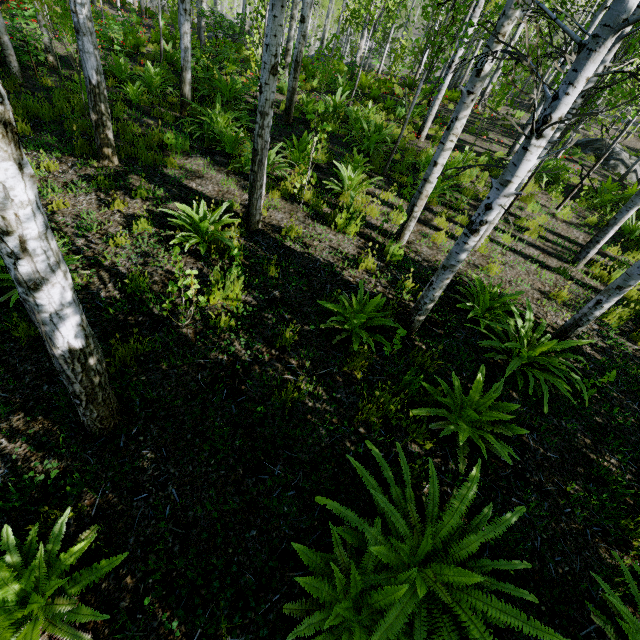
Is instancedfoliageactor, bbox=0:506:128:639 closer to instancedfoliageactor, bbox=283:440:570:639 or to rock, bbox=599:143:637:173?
instancedfoliageactor, bbox=283:440:570:639

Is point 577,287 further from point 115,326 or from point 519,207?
point 115,326

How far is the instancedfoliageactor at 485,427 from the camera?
3.1m

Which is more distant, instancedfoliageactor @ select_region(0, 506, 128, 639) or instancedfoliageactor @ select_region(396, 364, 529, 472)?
instancedfoliageactor @ select_region(396, 364, 529, 472)

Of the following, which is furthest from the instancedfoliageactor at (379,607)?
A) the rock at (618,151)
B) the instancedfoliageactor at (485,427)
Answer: the rock at (618,151)

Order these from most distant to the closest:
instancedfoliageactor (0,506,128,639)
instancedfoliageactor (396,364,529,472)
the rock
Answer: the rock → instancedfoliageactor (396,364,529,472) → instancedfoliageactor (0,506,128,639)

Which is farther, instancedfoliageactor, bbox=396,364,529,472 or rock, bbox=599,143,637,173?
rock, bbox=599,143,637,173

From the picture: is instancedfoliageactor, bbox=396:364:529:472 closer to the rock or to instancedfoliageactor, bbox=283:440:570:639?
instancedfoliageactor, bbox=283:440:570:639
